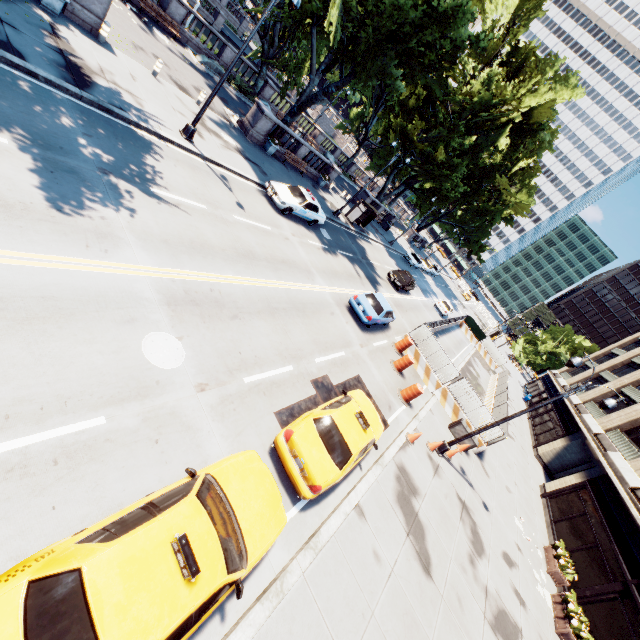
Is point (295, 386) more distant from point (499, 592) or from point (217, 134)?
point (217, 134)

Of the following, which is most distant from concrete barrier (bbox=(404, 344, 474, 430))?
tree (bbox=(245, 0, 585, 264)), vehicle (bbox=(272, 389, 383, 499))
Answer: tree (bbox=(245, 0, 585, 264))

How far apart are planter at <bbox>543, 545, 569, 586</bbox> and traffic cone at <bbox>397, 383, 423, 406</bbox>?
11.4m

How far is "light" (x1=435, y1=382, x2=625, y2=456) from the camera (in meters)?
12.27

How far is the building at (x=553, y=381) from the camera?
45.7m

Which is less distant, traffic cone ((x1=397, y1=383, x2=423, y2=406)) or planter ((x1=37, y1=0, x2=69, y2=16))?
planter ((x1=37, y1=0, x2=69, y2=16))

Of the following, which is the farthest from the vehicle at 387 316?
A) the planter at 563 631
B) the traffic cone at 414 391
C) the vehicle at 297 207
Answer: the planter at 563 631

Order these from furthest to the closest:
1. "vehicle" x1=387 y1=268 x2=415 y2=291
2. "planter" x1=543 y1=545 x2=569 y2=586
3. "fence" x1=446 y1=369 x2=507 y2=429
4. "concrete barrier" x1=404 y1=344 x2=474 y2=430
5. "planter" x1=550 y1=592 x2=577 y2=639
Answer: "vehicle" x1=387 y1=268 x2=415 y2=291, "concrete barrier" x1=404 y1=344 x2=474 y2=430, "fence" x1=446 y1=369 x2=507 y2=429, "planter" x1=543 y1=545 x2=569 y2=586, "planter" x1=550 y1=592 x2=577 y2=639
